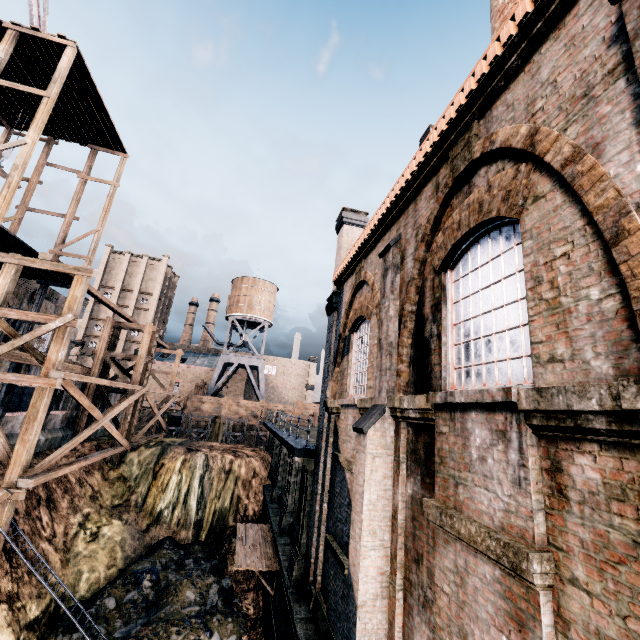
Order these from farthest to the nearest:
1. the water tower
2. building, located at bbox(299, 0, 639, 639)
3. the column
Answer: the water tower
the column
building, located at bbox(299, 0, 639, 639)

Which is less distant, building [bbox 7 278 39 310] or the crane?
the crane

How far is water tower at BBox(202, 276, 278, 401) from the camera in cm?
4925

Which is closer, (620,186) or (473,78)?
(620,186)

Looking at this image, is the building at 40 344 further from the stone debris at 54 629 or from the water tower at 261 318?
the water tower at 261 318

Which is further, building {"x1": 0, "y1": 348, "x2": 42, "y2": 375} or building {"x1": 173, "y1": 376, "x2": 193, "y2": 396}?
building {"x1": 173, "y1": 376, "x2": 193, "y2": 396}

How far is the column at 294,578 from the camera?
12.38m

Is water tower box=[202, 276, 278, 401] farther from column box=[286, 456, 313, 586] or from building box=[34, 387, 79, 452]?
column box=[286, 456, 313, 586]
